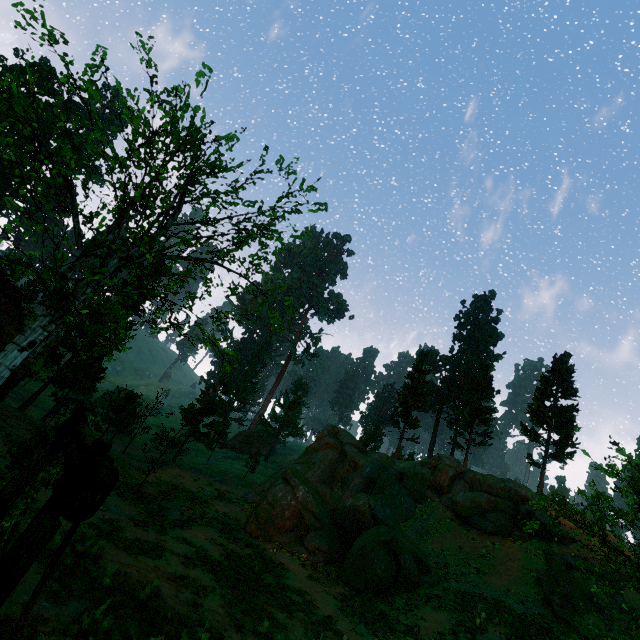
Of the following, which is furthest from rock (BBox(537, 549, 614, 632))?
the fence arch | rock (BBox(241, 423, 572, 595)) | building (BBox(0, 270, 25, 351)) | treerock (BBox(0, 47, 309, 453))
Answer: building (BBox(0, 270, 25, 351))

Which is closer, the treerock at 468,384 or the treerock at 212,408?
the treerock at 212,408

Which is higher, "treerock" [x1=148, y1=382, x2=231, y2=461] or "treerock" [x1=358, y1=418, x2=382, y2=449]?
"treerock" [x1=358, y1=418, x2=382, y2=449]

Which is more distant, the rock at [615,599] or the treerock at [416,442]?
the treerock at [416,442]

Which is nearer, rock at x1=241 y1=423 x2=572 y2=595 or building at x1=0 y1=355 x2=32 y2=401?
rock at x1=241 y1=423 x2=572 y2=595

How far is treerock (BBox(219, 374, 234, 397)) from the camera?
41.1 meters

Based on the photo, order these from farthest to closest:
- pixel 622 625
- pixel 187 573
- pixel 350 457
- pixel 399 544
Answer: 1. pixel 350 457
2. pixel 399 544
3. pixel 622 625
4. pixel 187 573
